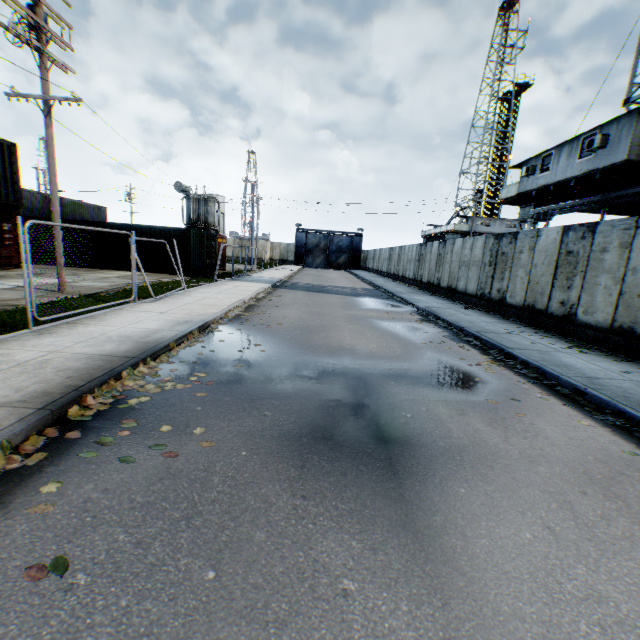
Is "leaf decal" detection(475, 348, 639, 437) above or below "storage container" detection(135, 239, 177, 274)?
below

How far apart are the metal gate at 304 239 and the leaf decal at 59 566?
52.79m

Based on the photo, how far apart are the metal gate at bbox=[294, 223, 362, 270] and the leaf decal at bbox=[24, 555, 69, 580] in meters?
52.8

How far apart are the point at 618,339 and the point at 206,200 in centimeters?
2971cm

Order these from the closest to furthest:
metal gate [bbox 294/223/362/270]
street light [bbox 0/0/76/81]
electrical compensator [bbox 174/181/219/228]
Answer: street light [bbox 0/0/76/81], electrical compensator [bbox 174/181/219/228], metal gate [bbox 294/223/362/270]

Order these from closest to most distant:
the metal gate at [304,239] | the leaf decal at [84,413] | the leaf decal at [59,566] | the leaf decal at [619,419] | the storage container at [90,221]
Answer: the leaf decal at [59,566] < the leaf decal at [84,413] < the leaf decal at [619,419] < the storage container at [90,221] < the metal gate at [304,239]

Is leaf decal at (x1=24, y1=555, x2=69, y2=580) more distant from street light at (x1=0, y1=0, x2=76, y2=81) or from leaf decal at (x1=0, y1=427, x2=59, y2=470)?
street light at (x1=0, y1=0, x2=76, y2=81)

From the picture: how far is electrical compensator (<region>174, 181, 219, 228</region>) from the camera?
28.5 meters
